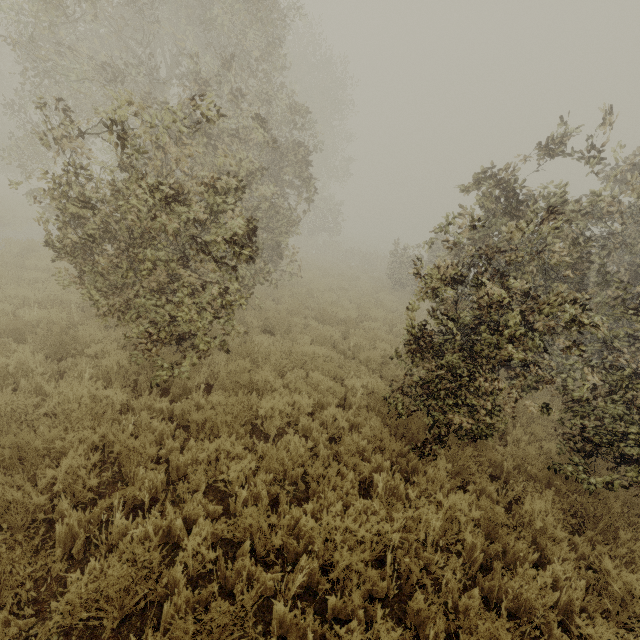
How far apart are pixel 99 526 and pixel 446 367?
4.7 meters
